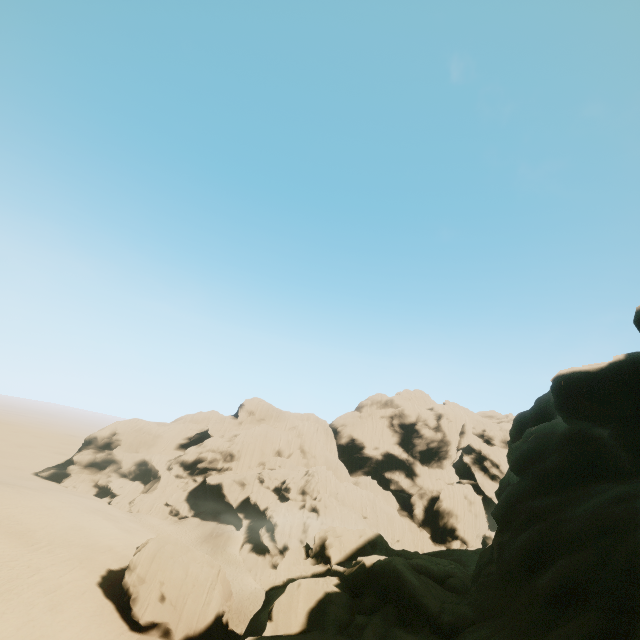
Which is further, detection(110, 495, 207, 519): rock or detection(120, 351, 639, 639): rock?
detection(110, 495, 207, 519): rock

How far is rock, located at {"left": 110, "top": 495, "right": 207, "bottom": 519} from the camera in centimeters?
5622cm

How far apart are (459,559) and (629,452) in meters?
18.5

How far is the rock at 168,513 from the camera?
56.2m

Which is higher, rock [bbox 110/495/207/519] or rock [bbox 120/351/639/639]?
rock [bbox 120/351/639/639]

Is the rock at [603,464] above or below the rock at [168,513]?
above
